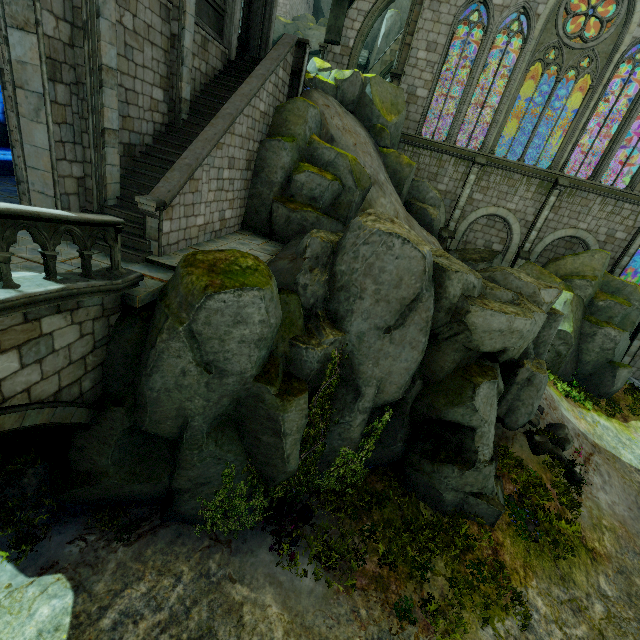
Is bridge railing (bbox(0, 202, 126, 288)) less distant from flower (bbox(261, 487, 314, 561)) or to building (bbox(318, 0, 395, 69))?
building (bbox(318, 0, 395, 69))

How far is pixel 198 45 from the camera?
10.76m

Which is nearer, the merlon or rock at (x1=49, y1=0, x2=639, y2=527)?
rock at (x1=49, y1=0, x2=639, y2=527)

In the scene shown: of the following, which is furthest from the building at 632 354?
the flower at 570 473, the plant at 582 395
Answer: the flower at 570 473

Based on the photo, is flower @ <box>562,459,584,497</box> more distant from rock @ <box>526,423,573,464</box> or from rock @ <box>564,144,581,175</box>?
rock @ <box>564,144,581,175</box>

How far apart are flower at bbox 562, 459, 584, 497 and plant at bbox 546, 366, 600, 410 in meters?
5.1 m

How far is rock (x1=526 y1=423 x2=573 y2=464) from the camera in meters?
12.4 m

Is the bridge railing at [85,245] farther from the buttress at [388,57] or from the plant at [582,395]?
the buttress at [388,57]
